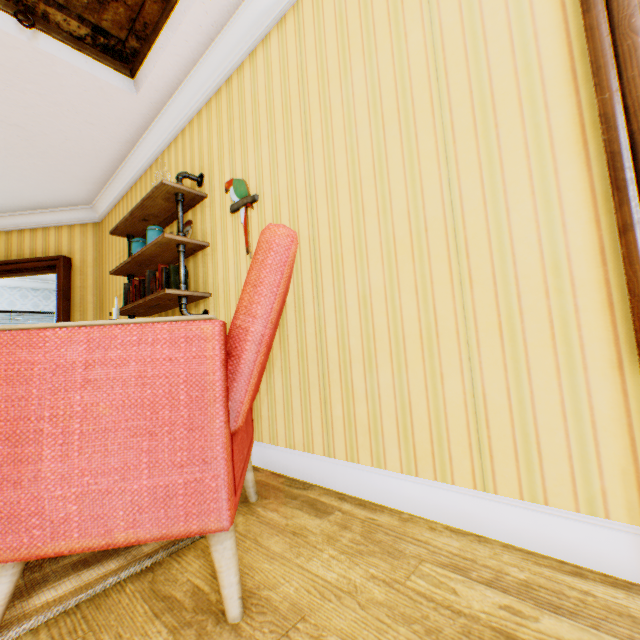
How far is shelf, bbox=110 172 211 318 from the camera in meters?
2.5

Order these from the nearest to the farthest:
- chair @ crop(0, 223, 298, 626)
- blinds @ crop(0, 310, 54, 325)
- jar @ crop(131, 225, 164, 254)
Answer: chair @ crop(0, 223, 298, 626), jar @ crop(131, 225, 164, 254), blinds @ crop(0, 310, 54, 325)

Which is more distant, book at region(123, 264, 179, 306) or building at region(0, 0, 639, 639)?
book at region(123, 264, 179, 306)

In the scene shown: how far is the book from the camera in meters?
2.6 m

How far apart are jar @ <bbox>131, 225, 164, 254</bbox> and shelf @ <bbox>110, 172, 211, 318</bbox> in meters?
0.1

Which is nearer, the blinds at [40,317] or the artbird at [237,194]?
the artbird at [237,194]

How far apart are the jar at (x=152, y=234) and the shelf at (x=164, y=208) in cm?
10

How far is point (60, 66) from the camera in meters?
2.6 m
